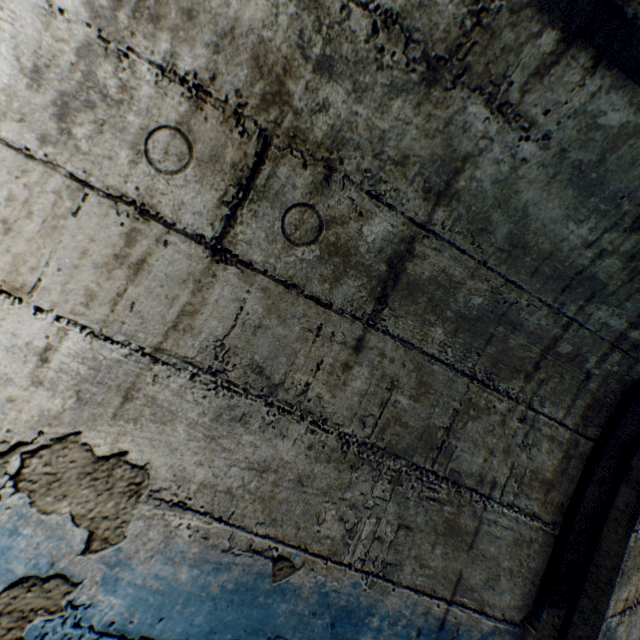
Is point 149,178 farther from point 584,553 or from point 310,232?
point 584,553
